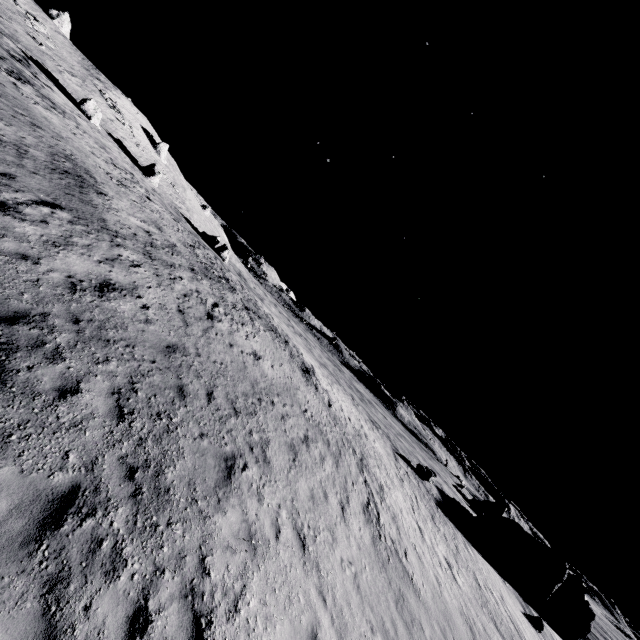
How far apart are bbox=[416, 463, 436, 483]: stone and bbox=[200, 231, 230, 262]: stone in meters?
37.9

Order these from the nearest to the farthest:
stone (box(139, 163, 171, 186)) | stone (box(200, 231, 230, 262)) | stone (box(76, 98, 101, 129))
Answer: stone (box(76, 98, 101, 129)), stone (box(139, 163, 171, 186)), stone (box(200, 231, 230, 262))

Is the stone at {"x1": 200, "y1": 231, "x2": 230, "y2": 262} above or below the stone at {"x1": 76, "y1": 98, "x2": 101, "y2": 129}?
below

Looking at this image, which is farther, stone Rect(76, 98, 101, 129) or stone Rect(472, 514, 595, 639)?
stone Rect(472, 514, 595, 639)

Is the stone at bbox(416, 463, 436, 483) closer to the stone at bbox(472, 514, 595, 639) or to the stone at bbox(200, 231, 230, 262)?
the stone at bbox(472, 514, 595, 639)

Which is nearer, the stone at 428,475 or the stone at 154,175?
the stone at 428,475

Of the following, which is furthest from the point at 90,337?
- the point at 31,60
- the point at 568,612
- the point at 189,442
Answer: the point at 568,612

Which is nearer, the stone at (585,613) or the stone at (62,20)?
the stone at (585,613)
